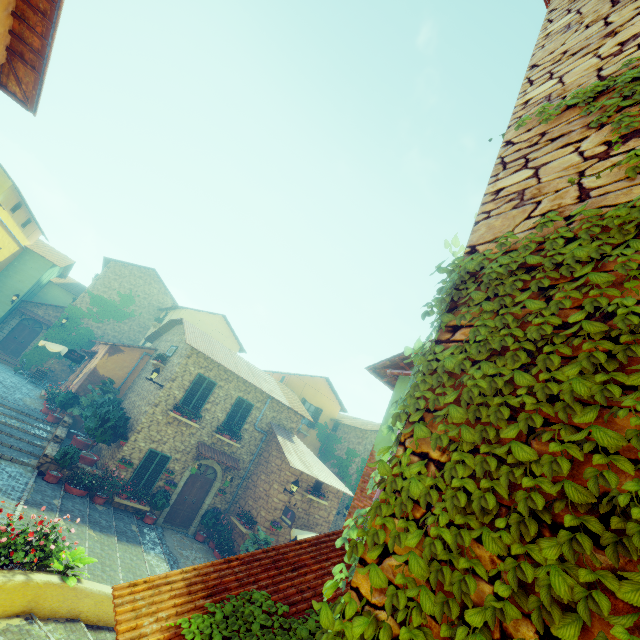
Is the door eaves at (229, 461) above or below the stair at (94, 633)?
above

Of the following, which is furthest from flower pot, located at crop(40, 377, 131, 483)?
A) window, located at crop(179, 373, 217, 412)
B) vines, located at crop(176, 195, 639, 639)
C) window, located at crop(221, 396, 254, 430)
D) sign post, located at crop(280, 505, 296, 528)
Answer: vines, located at crop(176, 195, 639, 639)

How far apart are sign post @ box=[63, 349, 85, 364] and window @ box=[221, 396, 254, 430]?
9.6 meters

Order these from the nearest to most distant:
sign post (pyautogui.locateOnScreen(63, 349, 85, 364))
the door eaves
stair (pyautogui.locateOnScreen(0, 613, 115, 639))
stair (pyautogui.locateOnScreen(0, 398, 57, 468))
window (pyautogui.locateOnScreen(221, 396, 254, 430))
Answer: stair (pyautogui.locateOnScreen(0, 613, 115, 639)) < stair (pyautogui.locateOnScreen(0, 398, 57, 468)) < the door eaves < window (pyautogui.locateOnScreen(221, 396, 254, 430)) < sign post (pyautogui.locateOnScreen(63, 349, 85, 364))

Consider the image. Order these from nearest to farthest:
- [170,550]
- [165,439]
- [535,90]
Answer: [535,90], [170,550], [165,439]

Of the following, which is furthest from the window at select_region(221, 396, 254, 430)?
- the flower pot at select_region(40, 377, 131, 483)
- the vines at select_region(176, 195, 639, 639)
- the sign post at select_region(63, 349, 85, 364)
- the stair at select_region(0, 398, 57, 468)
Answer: the vines at select_region(176, 195, 639, 639)

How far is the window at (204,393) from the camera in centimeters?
1509cm

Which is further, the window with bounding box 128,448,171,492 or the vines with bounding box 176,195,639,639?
the window with bounding box 128,448,171,492
